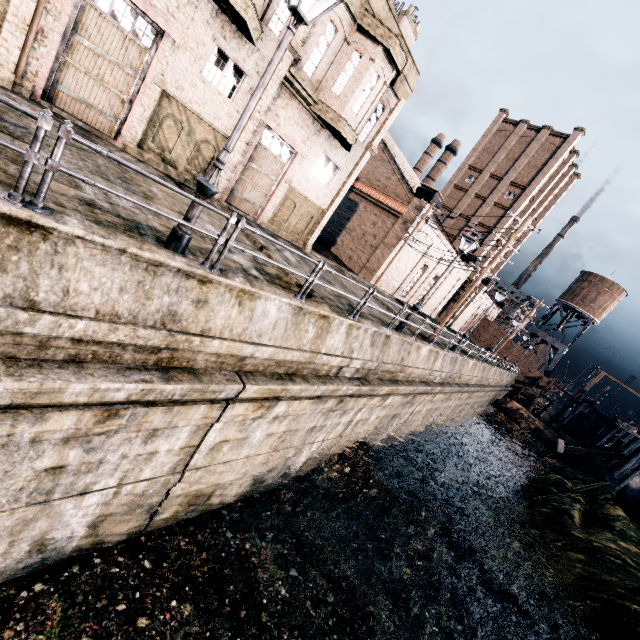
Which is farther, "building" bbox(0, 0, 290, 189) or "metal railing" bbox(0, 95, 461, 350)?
"building" bbox(0, 0, 290, 189)

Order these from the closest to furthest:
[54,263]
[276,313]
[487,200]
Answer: [54,263]
[276,313]
[487,200]

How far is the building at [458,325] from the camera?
51.69m

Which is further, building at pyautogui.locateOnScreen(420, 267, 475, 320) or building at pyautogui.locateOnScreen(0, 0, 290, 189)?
building at pyautogui.locateOnScreen(420, 267, 475, 320)

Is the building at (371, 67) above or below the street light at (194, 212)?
above

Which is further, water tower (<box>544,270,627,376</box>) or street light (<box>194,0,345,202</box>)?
water tower (<box>544,270,627,376</box>)

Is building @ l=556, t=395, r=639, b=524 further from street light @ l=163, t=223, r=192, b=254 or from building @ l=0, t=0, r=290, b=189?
building @ l=0, t=0, r=290, b=189

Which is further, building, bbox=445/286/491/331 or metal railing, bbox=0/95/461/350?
building, bbox=445/286/491/331
